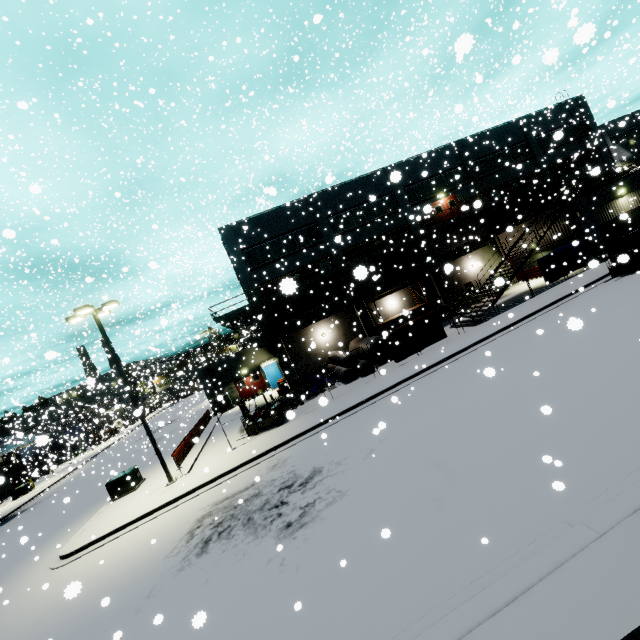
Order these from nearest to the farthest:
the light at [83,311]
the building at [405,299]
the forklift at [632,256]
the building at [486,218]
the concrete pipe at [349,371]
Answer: the light at [83,311] < the forklift at [632,256] < the concrete pipe at [349,371] < the building at [486,218] < the building at [405,299]

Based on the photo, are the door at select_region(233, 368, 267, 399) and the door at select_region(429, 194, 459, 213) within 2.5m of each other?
no

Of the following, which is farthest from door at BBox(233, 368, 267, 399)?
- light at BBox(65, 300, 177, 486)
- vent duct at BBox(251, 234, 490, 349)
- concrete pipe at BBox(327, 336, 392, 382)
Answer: light at BBox(65, 300, 177, 486)

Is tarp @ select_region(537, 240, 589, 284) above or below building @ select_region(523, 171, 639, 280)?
below

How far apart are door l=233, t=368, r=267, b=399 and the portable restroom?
0.8 meters

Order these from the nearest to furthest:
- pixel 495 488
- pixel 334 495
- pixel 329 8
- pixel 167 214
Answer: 1. pixel 495 488
2. pixel 334 495
3. pixel 329 8
4. pixel 167 214

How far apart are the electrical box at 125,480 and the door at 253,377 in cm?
1419

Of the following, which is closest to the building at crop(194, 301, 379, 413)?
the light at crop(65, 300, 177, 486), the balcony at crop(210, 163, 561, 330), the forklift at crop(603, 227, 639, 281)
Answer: the balcony at crop(210, 163, 561, 330)
